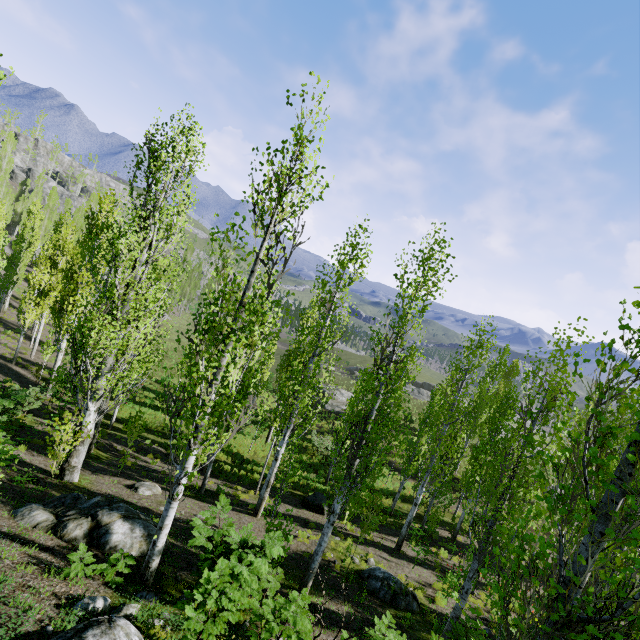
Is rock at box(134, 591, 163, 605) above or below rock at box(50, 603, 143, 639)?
below

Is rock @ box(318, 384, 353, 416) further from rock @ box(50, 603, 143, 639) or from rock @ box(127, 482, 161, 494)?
rock @ box(50, 603, 143, 639)

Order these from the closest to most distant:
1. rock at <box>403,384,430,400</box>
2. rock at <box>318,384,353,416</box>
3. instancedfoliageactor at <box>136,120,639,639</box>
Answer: instancedfoliageactor at <box>136,120,639,639</box> → rock at <box>318,384,353,416</box> → rock at <box>403,384,430,400</box>

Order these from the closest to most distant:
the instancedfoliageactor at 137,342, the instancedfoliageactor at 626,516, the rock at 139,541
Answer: the instancedfoliageactor at 626,516
the rock at 139,541
the instancedfoliageactor at 137,342

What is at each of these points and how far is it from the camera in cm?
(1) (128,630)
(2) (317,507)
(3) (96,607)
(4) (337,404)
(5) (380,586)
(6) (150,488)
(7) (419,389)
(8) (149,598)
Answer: (1) rock, 407
(2) rock, 1717
(3) rock, 514
(4) rock, 4066
(5) rock, 1077
(6) rock, 1277
(7) rock, 5678
(8) rock, 598

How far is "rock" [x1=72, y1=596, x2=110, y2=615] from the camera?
5.0m

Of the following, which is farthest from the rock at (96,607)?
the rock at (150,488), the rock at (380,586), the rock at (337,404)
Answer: the rock at (337,404)

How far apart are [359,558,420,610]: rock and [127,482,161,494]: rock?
8.1m
